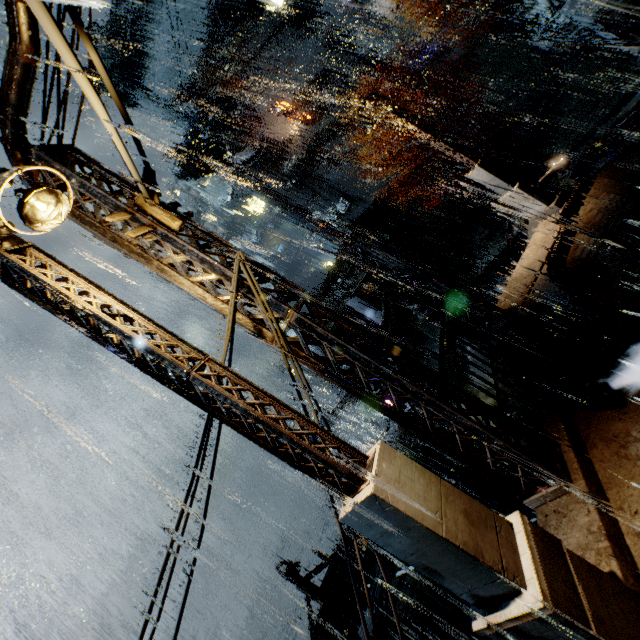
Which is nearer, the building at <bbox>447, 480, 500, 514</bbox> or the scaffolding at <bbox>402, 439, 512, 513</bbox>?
the scaffolding at <bbox>402, 439, 512, 513</bbox>

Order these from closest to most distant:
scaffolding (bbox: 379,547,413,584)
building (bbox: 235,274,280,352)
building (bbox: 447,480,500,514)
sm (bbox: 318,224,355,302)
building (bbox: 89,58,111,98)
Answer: building (bbox: 235,274,280,352) → scaffolding (bbox: 379,547,413,584) → building (bbox: 447,480,500,514) → sm (bbox: 318,224,355,302) → building (bbox: 89,58,111,98)

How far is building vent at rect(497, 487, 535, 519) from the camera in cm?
1059

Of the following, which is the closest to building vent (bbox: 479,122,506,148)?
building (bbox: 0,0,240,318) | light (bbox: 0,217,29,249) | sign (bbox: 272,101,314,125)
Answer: building (bbox: 0,0,240,318)

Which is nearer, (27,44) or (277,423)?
(277,423)

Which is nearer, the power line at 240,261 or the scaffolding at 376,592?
the power line at 240,261

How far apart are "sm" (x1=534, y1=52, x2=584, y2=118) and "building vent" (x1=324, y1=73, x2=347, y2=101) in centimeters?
2425cm

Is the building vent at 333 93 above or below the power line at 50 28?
above
